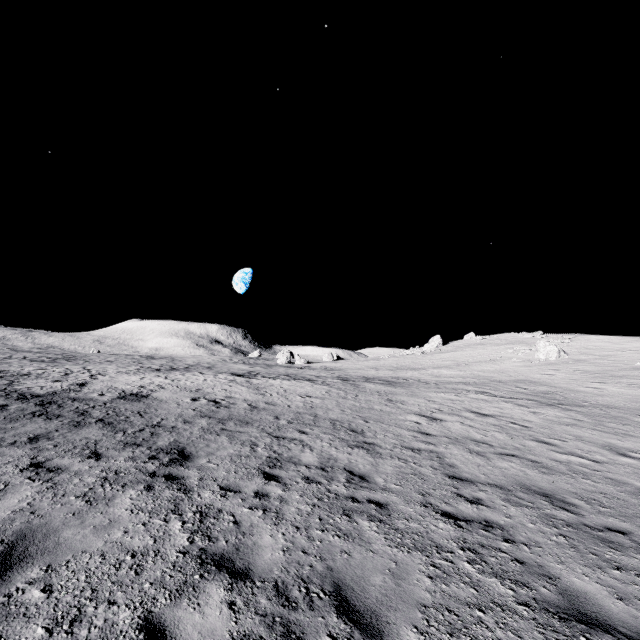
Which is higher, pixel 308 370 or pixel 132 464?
pixel 308 370
